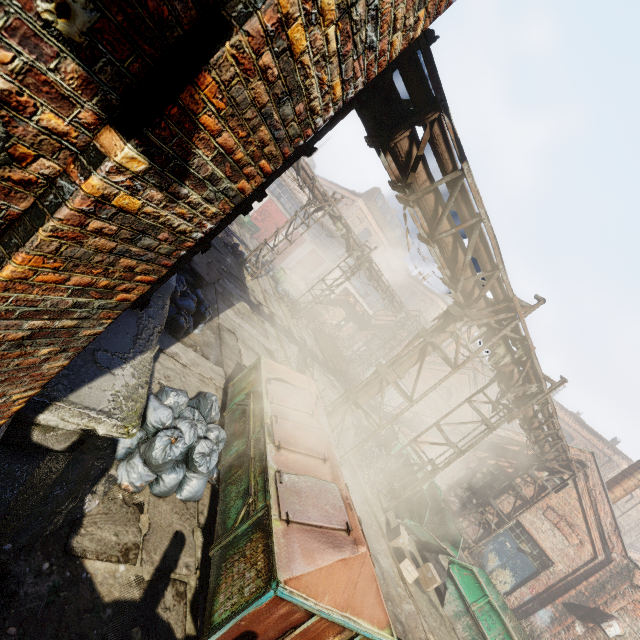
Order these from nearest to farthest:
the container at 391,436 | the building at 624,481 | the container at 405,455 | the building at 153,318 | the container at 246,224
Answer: the building at 153,318 < the container at 405,455 < the container at 391,436 < the building at 624,481 < the container at 246,224

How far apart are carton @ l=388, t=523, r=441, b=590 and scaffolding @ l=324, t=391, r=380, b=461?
3.35m

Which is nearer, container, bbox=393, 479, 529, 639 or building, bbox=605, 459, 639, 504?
container, bbox=393, 479, 529, 639

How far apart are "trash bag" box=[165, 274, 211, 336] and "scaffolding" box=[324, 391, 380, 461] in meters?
3.5 m

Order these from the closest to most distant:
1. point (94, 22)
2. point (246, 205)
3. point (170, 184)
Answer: point (94, 22) < point (170, 184) < point (246, 205)

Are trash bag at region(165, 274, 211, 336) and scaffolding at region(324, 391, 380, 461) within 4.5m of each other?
yes

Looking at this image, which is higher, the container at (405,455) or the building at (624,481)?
the building at (624,481)

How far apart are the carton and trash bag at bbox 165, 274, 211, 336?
8.1 meters
